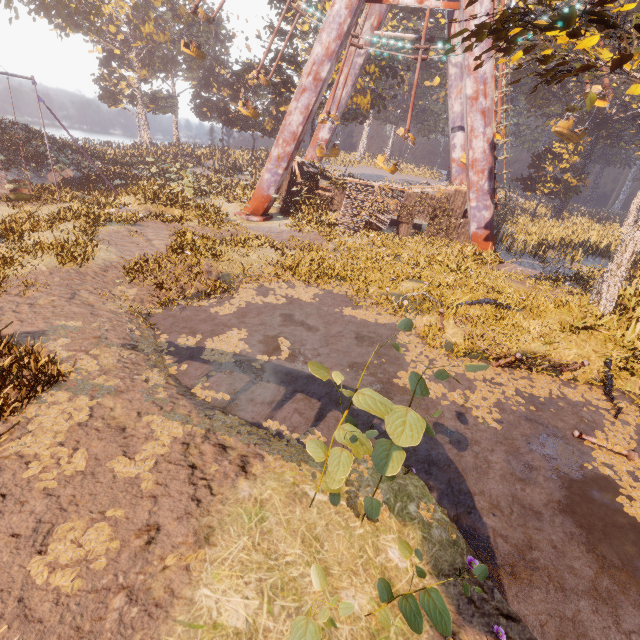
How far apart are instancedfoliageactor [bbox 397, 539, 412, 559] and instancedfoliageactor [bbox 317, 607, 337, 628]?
1.1 meters

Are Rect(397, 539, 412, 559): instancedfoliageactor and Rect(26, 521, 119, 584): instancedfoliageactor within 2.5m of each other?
no

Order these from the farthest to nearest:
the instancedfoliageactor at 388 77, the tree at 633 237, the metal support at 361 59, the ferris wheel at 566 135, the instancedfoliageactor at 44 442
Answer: the instancedfoliageactor at 388 77, the metal support at 361 59, the ferris wheel at 566 135, the tree at 633 237, the instancedfoliageactor at 44 442

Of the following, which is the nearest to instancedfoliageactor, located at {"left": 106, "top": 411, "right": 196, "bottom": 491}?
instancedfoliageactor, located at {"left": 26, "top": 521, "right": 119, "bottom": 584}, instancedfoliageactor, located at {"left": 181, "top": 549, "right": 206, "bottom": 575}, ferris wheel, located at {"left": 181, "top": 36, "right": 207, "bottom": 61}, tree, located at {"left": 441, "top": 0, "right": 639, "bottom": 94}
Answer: instancedfoliageactor, located at {"left": 26, "top": 521, "right": 119, "bottom": 584}

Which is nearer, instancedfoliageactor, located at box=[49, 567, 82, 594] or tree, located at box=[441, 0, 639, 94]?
instancedfoliageactor, located at box=[49, 567, 82, 594]

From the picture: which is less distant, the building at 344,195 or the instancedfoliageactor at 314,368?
the instancedfoliageactor at 314,368

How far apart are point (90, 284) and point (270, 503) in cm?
903

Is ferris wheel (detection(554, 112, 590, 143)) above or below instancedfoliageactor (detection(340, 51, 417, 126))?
below
